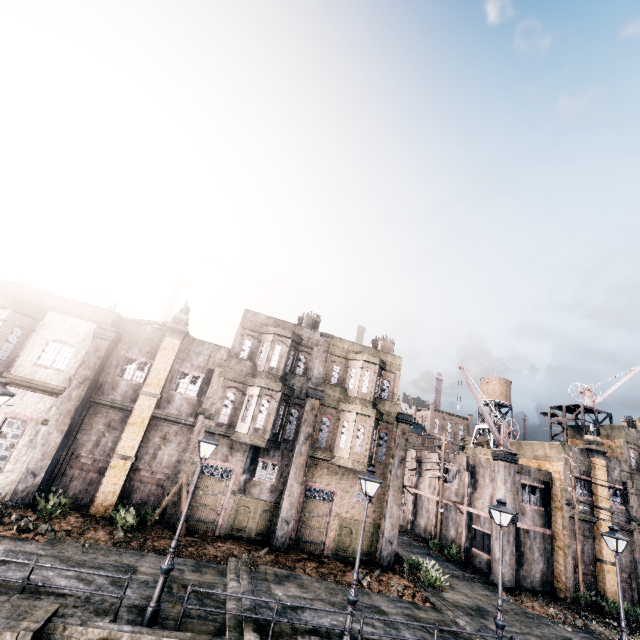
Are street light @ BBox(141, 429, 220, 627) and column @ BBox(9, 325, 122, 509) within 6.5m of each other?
no

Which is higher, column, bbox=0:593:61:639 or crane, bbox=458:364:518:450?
crane, bbox=458:364:518:450

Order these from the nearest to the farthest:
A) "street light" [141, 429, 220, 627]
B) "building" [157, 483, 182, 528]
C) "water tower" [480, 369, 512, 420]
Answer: "street light" [141, 429, 220, 627]
"building" [157, 483, 182, 528]
"water tower" [480, 369, 512, 420]

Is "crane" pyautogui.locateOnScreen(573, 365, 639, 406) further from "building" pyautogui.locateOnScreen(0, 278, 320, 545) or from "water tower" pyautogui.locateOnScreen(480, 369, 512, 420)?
"building" pyautogui.locateOnScreen(0, 278, 320, 545)

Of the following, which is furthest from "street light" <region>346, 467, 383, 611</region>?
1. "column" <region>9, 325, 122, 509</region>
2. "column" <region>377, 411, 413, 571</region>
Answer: "column" <region>9, 325, 122, 509</region>

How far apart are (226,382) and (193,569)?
9.9 meters

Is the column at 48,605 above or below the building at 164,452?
below

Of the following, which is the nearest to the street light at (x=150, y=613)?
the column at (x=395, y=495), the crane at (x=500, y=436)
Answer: the column at (x=395, y=495)
